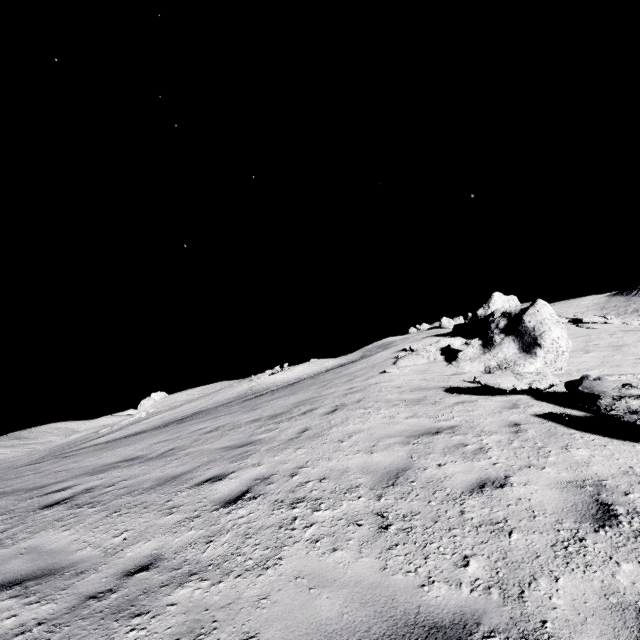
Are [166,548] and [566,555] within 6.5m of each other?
yes
